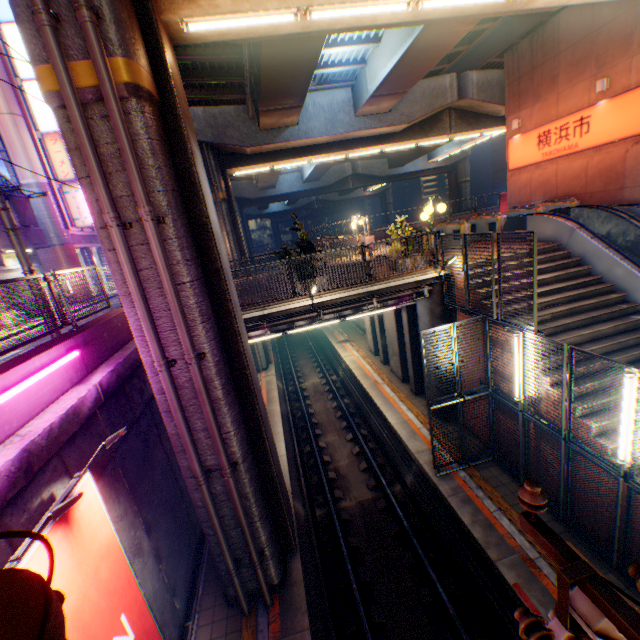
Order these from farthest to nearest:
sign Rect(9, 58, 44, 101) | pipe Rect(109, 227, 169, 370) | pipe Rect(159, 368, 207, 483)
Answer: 1. sign Rect(9, 58, 44, 101)
2. pipe Rect(159, 368, 207, 483)
3. pipe Rect(109, 227, 169, 370)

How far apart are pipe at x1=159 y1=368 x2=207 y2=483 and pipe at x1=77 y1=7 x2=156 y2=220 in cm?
30

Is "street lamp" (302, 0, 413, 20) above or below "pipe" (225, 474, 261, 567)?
above

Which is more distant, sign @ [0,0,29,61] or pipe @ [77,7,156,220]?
sign @ [0,0,29,61]

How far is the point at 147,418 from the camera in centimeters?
780cm

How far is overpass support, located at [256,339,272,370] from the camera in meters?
20.9

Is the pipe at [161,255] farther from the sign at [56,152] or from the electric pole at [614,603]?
the sign at [56,152]

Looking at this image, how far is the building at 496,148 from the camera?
48.7 meters
